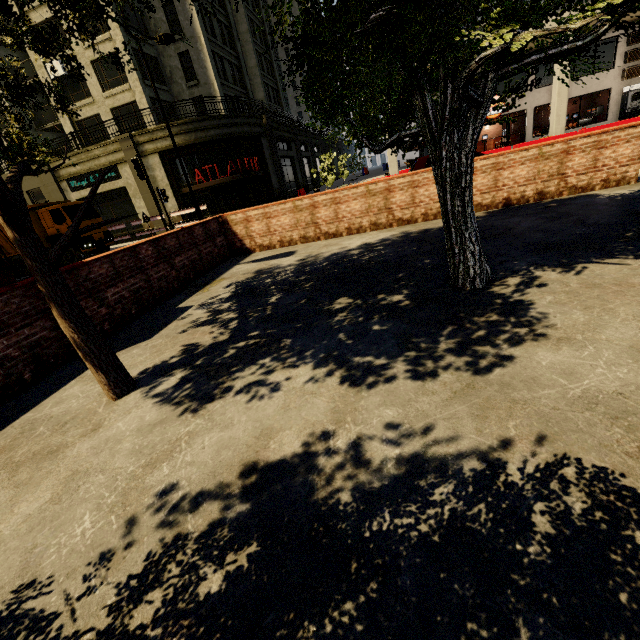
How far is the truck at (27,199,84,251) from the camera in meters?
17.6

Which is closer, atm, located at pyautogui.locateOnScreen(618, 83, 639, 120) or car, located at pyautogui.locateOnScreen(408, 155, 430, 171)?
car, located at pyautogui.locateOnScreen(408, 155, 430, 171)

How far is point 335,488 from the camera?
1.9 meters

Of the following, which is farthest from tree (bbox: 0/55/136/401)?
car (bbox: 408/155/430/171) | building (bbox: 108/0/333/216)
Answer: car (bbox: 408/155/430/171)

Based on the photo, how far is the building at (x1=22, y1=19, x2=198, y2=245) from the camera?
22.5 meters

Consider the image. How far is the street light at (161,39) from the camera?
12.3 meters

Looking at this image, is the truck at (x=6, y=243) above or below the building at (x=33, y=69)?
below
